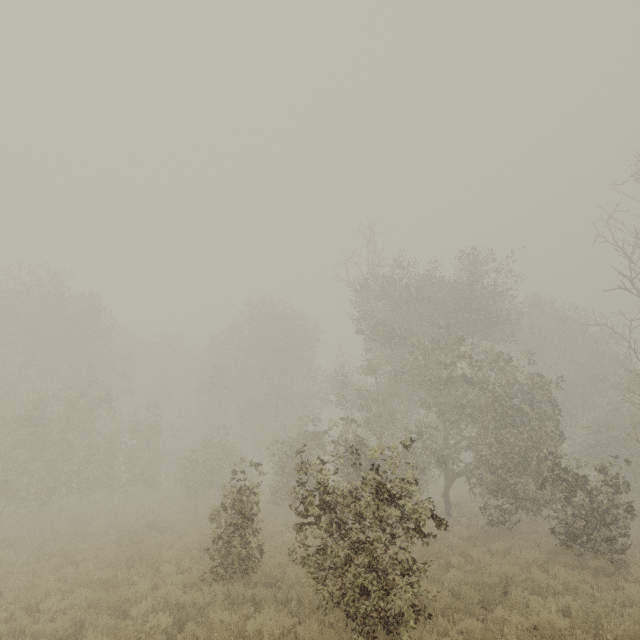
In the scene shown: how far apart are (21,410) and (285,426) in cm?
1738
